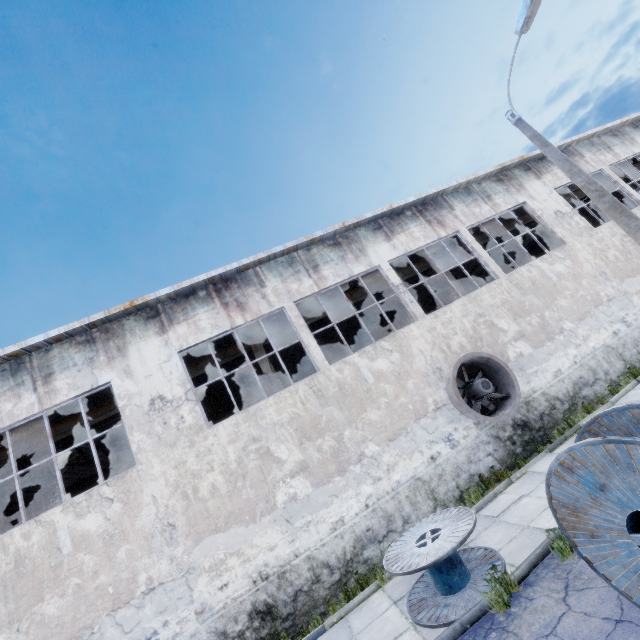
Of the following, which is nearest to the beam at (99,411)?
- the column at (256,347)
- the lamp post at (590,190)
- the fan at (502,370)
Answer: the column at (256,347)

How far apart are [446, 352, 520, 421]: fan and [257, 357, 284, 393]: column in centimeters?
487cm

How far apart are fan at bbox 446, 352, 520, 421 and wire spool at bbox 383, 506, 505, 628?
3.3 meters

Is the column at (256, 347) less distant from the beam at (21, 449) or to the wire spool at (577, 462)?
the beam at (21, 449)

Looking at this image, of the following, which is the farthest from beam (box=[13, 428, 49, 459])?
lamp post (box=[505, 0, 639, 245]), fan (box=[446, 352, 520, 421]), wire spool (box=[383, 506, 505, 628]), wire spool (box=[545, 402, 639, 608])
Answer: wire spool (box=[545, 402, 639, 608])

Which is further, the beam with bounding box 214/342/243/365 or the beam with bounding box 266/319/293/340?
the beam with bounding box 266/319/293/340

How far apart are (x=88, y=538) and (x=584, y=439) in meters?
10.6 m
